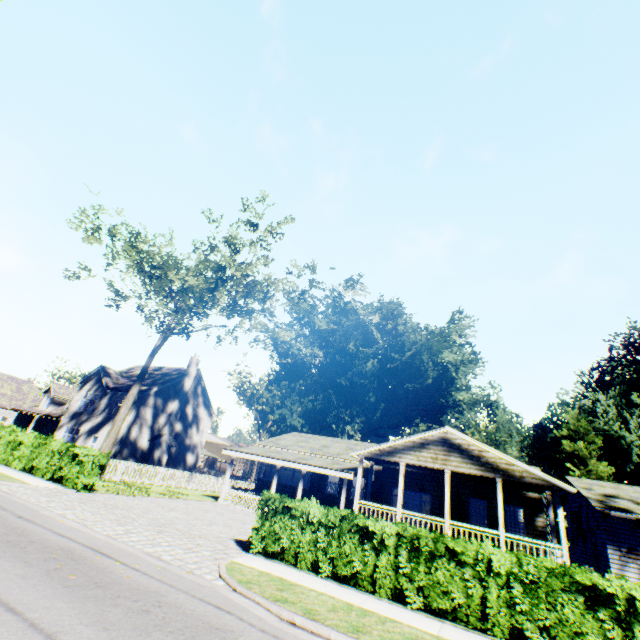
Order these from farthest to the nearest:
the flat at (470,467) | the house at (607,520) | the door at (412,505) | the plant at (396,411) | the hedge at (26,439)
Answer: the plant at (396,411) → the door at (412,505) → the house at (607,520) → the flat at (470,467) → the hedge at (26,439)

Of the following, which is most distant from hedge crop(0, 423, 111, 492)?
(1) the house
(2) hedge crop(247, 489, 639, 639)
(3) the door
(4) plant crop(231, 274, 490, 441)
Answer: (4) plant crop(231, 274, 490, 441)

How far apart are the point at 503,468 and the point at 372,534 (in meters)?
11.45

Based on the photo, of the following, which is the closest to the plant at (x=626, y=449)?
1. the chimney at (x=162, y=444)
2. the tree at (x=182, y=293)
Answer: the tree at (x=182, y=293)

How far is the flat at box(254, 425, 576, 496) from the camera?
16.6 meters

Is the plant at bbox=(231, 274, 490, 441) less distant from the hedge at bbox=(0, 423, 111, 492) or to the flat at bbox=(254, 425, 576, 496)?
the flat at bbox=(254, 425, 576, 496)

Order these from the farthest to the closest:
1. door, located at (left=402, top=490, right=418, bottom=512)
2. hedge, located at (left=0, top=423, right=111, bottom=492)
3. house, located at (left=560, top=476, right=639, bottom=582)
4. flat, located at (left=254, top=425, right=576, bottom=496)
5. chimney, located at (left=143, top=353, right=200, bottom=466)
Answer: chimney, located at (left=143, top=353, right=200, bottom=466), door, located at (left=402, top=490, right=418, bottom=512), house, located at (left=560, top=476, right=639, bottom=582), flat, located at (left=254, top=425, right=576, bottom=496), hedge, located at (left=0, top=423, right=111, bottom=492)

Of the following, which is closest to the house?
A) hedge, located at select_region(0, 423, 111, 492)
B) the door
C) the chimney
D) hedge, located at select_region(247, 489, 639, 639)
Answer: the door
